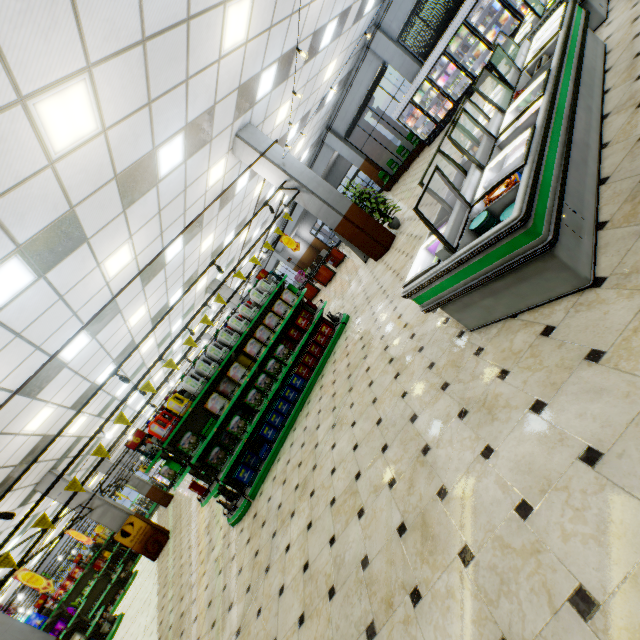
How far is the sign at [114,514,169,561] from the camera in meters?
11.5 m

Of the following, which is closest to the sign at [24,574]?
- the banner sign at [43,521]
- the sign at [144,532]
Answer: the banner sign at [43,521]

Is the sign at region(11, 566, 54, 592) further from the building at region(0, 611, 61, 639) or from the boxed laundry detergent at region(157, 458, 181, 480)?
the boxed laundry detergent at region(157, 458, 181, 480)

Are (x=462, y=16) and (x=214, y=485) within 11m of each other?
no

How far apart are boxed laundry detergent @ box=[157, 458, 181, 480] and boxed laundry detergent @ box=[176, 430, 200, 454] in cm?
30

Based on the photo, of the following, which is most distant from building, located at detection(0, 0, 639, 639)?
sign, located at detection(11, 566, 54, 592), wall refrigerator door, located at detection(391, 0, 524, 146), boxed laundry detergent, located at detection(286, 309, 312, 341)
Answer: sign, located at detection(11, 566, 54, 592)

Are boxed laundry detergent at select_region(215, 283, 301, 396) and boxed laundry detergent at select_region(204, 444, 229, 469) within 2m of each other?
yes

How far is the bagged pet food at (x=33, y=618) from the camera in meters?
9.2
